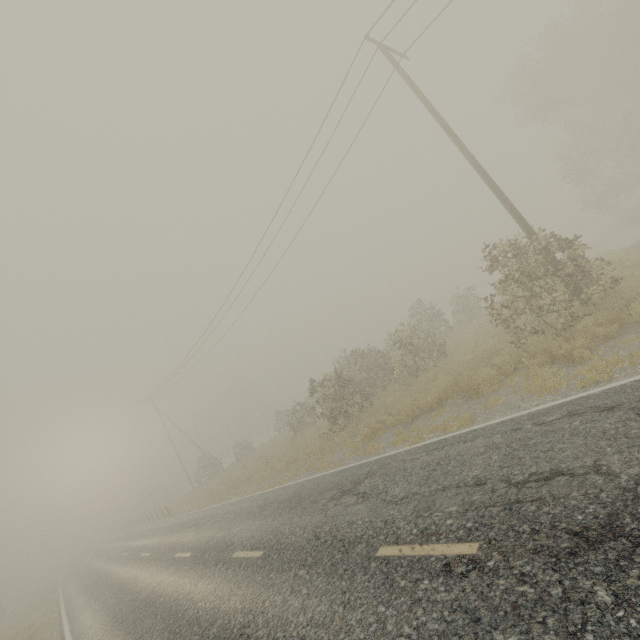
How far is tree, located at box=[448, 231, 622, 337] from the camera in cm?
945

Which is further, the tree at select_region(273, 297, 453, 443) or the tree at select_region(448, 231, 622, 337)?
the tree at select_region(273, 297, 453, 443)

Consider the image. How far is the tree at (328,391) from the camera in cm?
1650

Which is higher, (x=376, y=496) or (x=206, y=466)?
(x=206, y=466)

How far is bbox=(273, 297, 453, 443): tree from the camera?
16.5 meters

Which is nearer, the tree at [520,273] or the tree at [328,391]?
the tree at [520,273]
